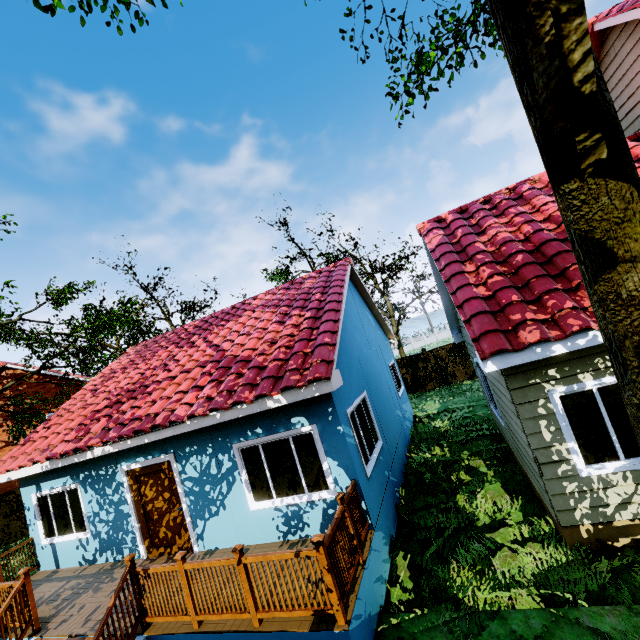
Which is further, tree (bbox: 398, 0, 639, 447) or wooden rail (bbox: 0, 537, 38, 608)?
wooden rail (bbox: 0, 537, 38, 608)

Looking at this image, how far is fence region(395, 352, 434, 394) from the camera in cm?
1975

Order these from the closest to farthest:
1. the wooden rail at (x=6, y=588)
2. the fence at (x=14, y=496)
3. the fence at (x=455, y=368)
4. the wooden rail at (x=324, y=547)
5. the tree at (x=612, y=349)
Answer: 1. the tree at (x=612, y=349)
2. the wooden rail at (x=324, y=547)
3. the wooden rail at (x=6, y=588)
4. the fence at (x=14, y=496)
5. the fence at (x=455, y=368)

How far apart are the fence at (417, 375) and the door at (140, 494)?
15.01m

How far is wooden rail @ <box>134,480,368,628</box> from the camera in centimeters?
423cm

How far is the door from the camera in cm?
740

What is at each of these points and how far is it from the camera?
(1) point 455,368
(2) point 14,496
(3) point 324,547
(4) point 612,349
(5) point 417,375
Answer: (1) fence, 19.2 meters
(2) fence, 16.2 meters
(3) wooden rail, 4.2 meters
(4) tree, 2.3 meters
(5) fence, 19.9 meters
